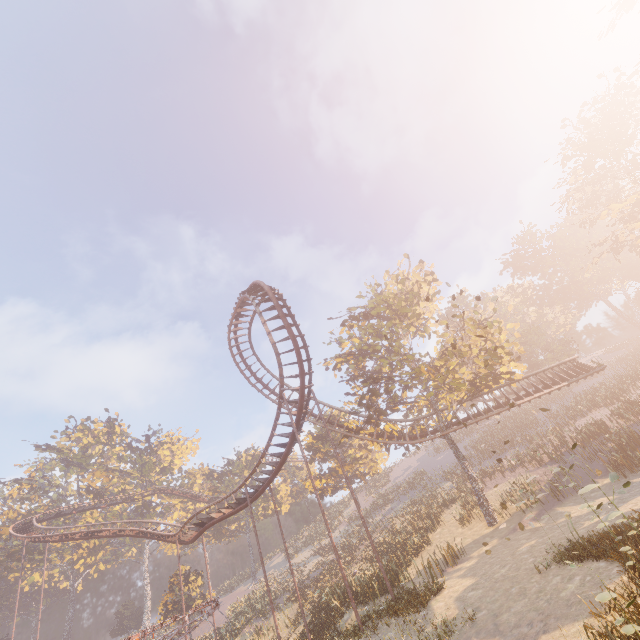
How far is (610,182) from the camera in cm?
3756

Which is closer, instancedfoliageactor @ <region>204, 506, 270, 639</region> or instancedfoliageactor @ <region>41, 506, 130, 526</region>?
instancedfoliageactor @ <region>204, 506, 270, 639</region>

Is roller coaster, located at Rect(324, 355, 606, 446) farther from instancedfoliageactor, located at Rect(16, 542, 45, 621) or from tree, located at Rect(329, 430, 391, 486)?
instancedfoliageactor, located at Rect(16, 542, 45, 621)

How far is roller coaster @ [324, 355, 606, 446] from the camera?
25.38m

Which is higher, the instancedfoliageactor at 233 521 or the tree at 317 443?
the tree at 317 443

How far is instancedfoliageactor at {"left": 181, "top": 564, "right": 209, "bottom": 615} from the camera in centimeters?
3644cm

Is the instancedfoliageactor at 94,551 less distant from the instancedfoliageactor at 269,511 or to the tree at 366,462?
the instancedfoliageactor at 269,511
